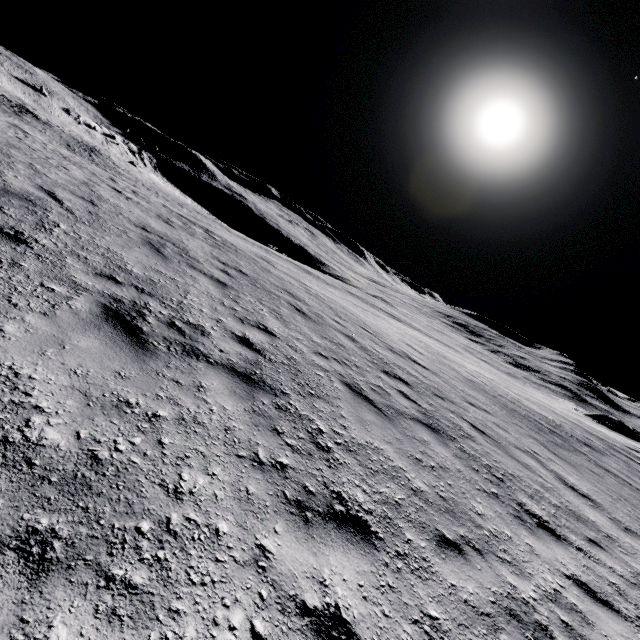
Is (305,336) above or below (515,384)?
above
